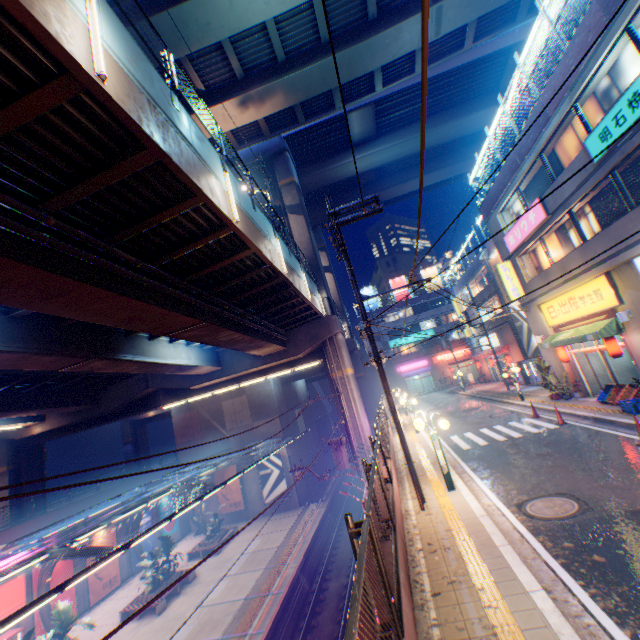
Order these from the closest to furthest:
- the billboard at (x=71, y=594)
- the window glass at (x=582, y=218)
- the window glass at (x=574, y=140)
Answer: the window glass at (x=574, y=140)
the window glass at (x=582, y=218)
the billboard at (x=71, y=594)

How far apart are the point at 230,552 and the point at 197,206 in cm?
2710

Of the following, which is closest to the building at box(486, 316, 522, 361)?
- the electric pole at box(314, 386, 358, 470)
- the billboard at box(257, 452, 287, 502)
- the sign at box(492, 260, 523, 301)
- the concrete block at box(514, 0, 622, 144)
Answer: the concrete block at box(514, 0, 622, 144)

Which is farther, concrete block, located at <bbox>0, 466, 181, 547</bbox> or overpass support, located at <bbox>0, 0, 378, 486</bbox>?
concrete block, located at <bbox>0, 466, 181, 547</bbox>

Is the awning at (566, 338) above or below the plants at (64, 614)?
above

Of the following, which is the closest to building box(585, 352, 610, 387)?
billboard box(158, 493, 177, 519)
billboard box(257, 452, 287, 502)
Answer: billboard box(257, 452, 287, 502)

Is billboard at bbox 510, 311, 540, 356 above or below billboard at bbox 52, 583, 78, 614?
above

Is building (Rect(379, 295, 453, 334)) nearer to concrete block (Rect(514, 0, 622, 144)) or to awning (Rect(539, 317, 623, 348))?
concrete block (Rect(514, 0, 622, 144))
